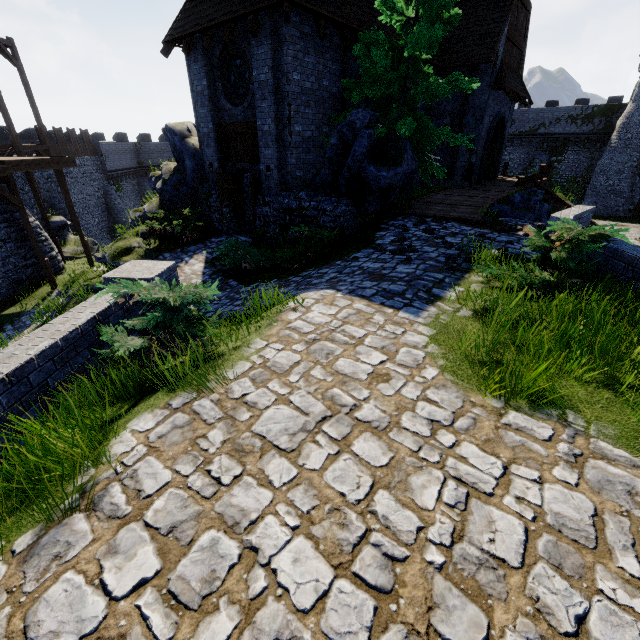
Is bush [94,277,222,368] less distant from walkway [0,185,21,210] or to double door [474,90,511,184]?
walkway [0,185,21,210]

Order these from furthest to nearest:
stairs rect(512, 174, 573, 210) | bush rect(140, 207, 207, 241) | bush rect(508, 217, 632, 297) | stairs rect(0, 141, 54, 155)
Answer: stairs rect(0, 141, 54, 155) → stairs rect(512, 174, 573, 210) → bush rect(140, 207, 207, 241) → bush rect(508, 217, 632, 297)

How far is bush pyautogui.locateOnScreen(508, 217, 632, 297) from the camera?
5.0m

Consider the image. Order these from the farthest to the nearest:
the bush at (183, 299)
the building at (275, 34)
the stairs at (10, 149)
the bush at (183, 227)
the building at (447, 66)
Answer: the stairs at (10, 149), the building at (447, 66), the bush at (183, 227), the building at (275, 34), the bush at (183, 299)

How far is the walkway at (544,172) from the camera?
22.3m

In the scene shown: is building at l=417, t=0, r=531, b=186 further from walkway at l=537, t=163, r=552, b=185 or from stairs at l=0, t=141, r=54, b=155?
stairs at l=0, t=141, r=54, b=155

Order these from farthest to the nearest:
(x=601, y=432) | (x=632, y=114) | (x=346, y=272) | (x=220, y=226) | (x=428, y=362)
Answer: (x=632, y=114) < (x=220, y=226) < (x=346, y=272) < (x=428, y=362) < (x=601, y=432)

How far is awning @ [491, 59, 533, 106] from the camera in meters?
16.5
